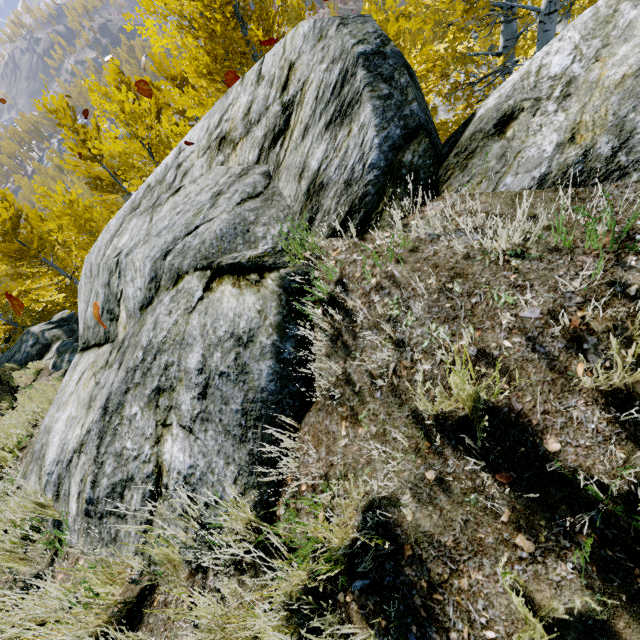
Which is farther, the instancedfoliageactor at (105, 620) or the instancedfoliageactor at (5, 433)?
the instancedfoliageactor at (5, 433)

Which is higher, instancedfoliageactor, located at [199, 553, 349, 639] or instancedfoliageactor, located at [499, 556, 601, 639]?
instancedfoliageactor, located at [499, 556, 601, 639]

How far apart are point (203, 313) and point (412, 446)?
1.6 meters

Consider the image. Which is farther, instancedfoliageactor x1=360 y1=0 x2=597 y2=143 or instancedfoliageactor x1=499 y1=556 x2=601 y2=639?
instancedfoliageactor x1=360 y1=0 x2=597 y2=143

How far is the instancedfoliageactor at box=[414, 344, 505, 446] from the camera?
1.02m

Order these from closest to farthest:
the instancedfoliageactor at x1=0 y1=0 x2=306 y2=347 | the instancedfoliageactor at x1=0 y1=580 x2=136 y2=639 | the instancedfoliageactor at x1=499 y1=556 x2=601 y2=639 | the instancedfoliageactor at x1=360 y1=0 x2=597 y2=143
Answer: the instancedfoliageactor at x1=499 y1=556 x2=601 y2=639 < the instancedfoliageactor at x1=0 y1=580 x2=136 y2=639 < the instancedfoliageactor at x1=360 y1=0 x2=597 y2=143 < the instancedfoliageactor at x1=0 y1=0 x2=306 y2=347

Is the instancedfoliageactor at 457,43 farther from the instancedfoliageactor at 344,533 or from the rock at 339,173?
the instancedfoliageactor at 344,533
